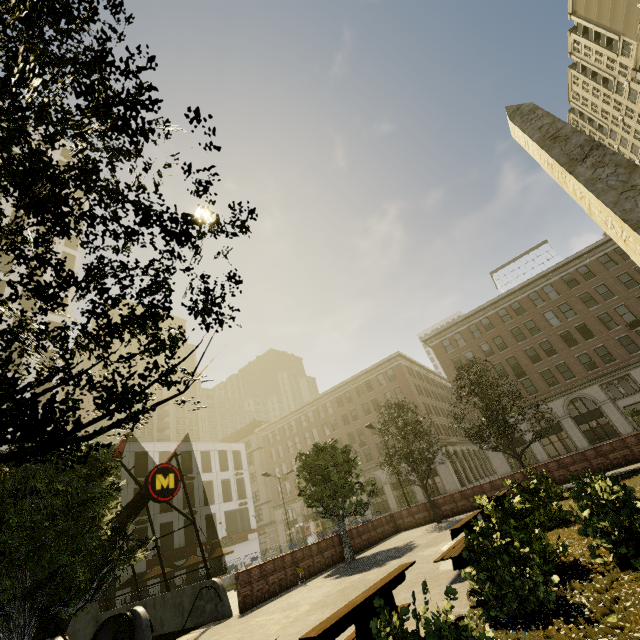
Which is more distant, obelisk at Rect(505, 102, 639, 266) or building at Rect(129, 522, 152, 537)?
building at Rect(129, 522, 152, 537)

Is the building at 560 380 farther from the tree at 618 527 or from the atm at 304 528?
the atm at 304 528

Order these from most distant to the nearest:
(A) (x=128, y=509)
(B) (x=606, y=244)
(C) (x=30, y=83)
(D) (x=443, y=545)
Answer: (B) (x=606, y=244), (A) (x=128, y=509), (D) (x=443, y=545), (C) (x=30, y=83)

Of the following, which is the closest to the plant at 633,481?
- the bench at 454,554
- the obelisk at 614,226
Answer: the bench at 454,554

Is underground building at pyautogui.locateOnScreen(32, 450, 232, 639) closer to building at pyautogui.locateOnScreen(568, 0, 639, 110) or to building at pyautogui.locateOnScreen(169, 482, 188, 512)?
building at pyautogui.locateOnScreen(169, 482, 188, 512)

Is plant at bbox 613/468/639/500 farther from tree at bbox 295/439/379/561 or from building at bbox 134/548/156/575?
building at bbox 134/548/156/575

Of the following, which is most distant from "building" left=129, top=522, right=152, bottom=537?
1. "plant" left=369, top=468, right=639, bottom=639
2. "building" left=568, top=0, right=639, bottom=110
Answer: "plant" left=369, top=468, right=639, bottom=639

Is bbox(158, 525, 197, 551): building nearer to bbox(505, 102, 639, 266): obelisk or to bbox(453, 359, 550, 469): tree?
bbox(453, 359, 550, 469): tree
